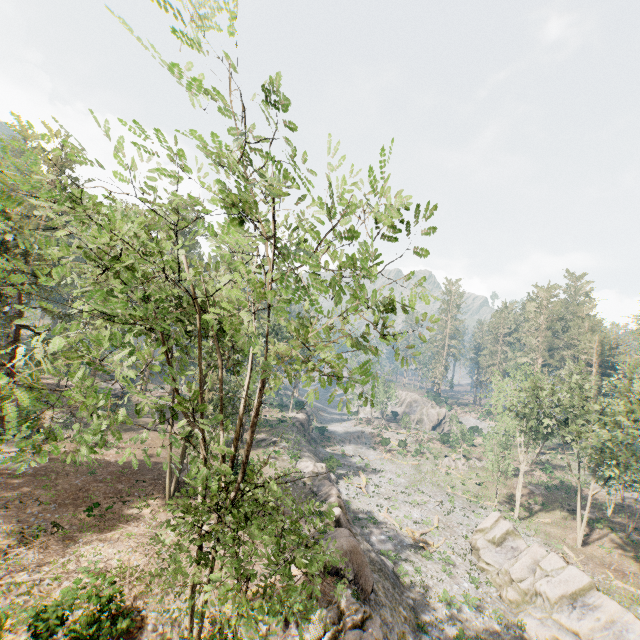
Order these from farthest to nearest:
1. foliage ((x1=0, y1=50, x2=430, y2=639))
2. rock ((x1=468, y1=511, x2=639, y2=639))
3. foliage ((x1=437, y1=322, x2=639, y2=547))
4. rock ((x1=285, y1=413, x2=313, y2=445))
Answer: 1. rock ((x1=285, y1=413, x2=313, y2=445))
2. foliage ((x1=437, y1=322, x2=639, y2=547))
3. rock ((x1=468, y1=511, x2=639, y2=639))
4. foliage ((x1=0, y1=50, x2=430, y2=639))

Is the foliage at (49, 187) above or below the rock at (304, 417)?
above

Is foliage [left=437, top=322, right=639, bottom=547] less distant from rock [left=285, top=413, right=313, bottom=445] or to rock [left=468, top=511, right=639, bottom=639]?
rock [left=468, top=511, right=639, bottom=639]

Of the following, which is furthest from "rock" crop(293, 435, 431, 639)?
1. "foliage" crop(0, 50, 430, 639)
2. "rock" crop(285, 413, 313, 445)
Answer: "rock" crop(285, 413, 313, 445)

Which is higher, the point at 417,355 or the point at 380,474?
the point at 417,355

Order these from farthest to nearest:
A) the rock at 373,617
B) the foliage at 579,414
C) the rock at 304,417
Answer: the rock at 304,417 → the foliage at 579,414 → the rock at 373,617
